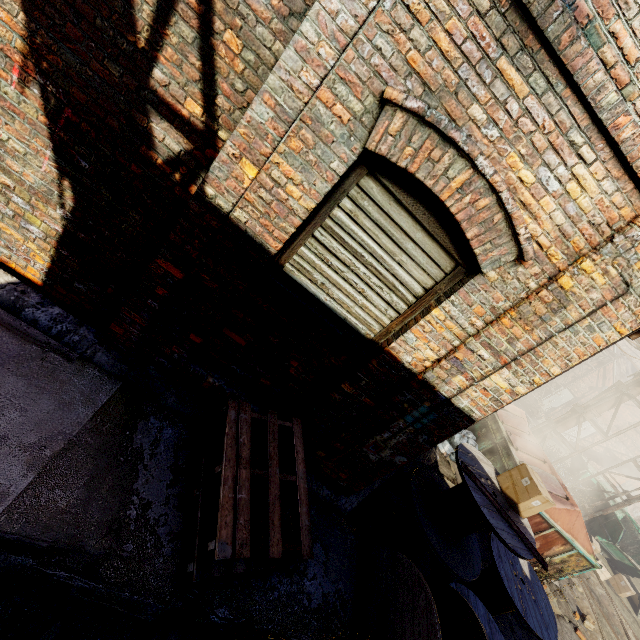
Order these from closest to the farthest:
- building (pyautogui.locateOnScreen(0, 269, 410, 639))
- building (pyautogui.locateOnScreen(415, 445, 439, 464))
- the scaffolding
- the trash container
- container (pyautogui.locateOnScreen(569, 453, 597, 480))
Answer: building (pyautogui.locateOnScreen(0, 269, 410, 639)) → the trash container → building (pyautogui.locateOnScreen(415, 445, 439, 464)) → the scaffolding → container (pyautogui.locateOnScreen(569, 453, 597, 480))

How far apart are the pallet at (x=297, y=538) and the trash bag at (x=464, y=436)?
6.9m

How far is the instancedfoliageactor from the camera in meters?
7.9 m

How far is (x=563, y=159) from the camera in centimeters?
208cm

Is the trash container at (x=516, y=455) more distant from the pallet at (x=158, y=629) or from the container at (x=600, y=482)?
the pallet at (x=158, y=629)

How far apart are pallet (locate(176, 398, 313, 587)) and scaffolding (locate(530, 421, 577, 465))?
11.4 meters

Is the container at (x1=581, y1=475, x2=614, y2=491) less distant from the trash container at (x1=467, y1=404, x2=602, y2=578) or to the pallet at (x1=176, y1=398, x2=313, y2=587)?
the trash container at (x1=467, y1=404, x2=602, y2=578)

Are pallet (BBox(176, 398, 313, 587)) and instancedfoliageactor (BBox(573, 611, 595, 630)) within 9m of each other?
no
